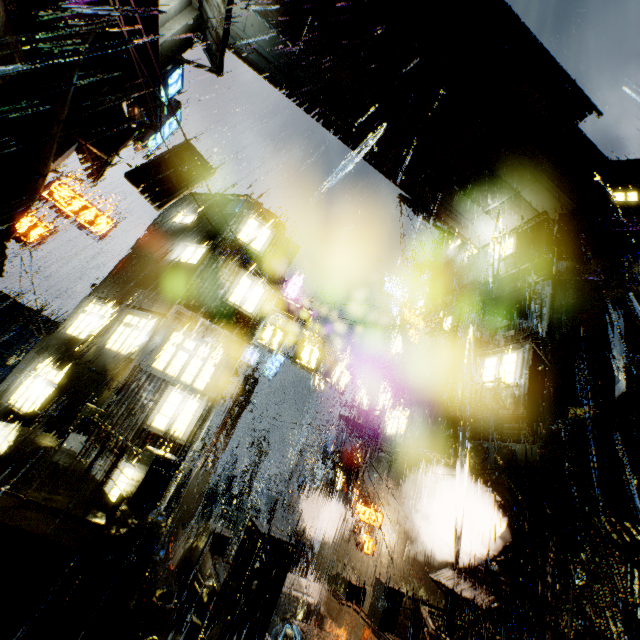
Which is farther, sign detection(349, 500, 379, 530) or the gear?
sign detection(349, 500, 379, 530)

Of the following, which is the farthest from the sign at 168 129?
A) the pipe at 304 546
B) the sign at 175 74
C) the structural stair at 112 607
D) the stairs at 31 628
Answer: the pipe at 304 546

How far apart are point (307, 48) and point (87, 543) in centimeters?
1990cm

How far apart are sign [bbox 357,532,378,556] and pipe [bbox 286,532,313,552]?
6.77m

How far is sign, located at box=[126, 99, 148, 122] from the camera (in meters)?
16.03

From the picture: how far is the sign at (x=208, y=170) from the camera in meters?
13.7 m

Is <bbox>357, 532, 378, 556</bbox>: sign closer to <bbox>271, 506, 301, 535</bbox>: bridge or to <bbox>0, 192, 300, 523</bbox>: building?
<bbox>0, 192, 300, 523</bbox>: building
